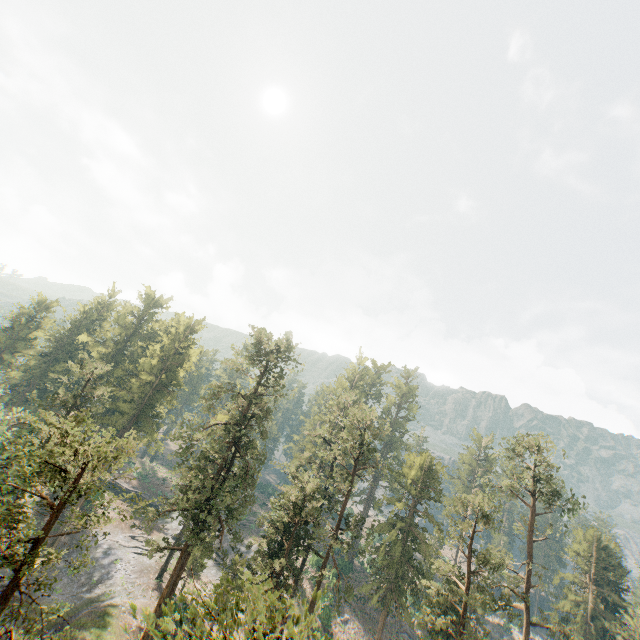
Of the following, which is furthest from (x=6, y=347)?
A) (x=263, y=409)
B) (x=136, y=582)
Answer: (x=263, y=409)

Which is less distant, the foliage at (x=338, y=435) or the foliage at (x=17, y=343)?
the foliage at (x=17, y=343)

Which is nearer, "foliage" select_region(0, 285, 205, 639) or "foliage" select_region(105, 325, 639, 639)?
"foliage" select_region(0, 285, 205, 639)
